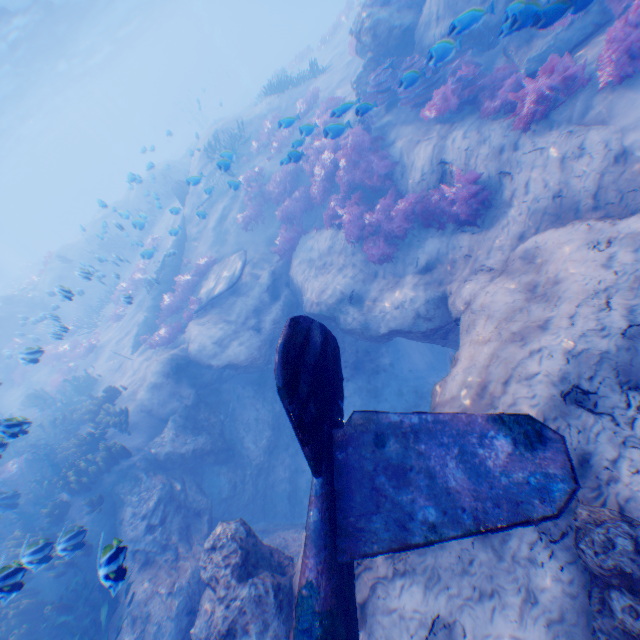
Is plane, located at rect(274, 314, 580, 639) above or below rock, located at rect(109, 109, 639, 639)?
above

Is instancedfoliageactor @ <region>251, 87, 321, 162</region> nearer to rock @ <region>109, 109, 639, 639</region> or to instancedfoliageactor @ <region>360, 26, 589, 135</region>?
instancedfoliageactor @ <region>360, 26, 589, 135</region>

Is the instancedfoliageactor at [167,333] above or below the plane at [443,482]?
below

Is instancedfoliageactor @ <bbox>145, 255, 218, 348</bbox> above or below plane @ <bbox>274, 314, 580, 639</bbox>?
below

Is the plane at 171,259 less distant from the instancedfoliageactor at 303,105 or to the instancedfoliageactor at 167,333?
the instancedfoliageactor at 167,333

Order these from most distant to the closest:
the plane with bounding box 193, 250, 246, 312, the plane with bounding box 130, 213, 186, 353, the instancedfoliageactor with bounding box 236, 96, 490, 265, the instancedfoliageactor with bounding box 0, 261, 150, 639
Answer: the plane with bounding box 130, 213, 186, 353 → the plane with bounding box 193, 250, 246, 312 → the instancedfoliageactor with bounding box 236, 96, 490, 265 → the instancedfoliageactor with bounding box 0, 261, 150, 639

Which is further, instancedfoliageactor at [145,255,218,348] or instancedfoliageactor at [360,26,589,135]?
instancedfoliageactor at [145,255,218,348]

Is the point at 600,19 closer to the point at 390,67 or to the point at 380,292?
the point at 390,67
